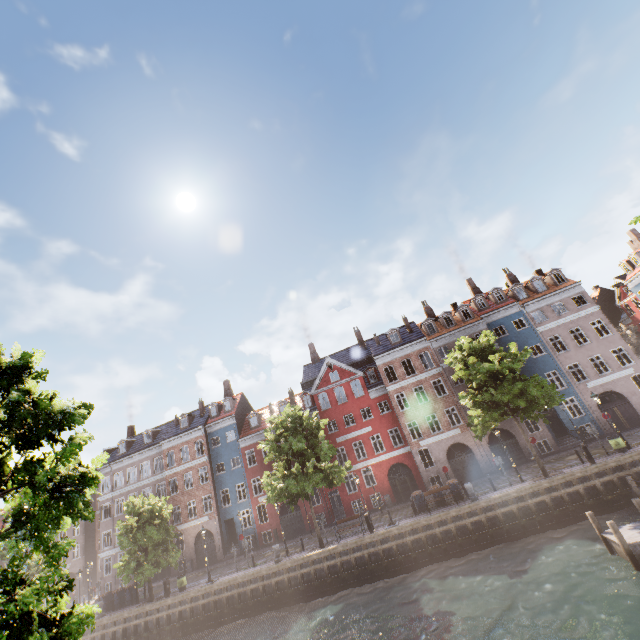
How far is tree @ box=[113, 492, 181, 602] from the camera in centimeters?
2533cm

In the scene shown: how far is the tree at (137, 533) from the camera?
25.3m

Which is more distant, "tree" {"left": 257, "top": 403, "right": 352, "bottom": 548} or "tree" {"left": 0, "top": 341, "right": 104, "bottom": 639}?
"tree" {"left": 257, "top": 403, "right": 352, "bottom": 548}

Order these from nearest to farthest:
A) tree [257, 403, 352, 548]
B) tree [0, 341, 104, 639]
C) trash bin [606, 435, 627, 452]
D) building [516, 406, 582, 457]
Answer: tree [0, 341, 104, 639] → trash bin [606, 435, 627, 452] → tree [257, 403, 352, 548] → building [516, 406, 582, 457]

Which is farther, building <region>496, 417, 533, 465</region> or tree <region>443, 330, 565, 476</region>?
building <region>496, 417, 533, 465</region>

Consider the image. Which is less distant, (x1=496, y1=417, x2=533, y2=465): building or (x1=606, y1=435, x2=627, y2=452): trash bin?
(x1=606, y1=435, x2=627, y2=452): trash bin

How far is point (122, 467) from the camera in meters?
40.3

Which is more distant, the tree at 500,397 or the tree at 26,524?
the tree at 500,397
